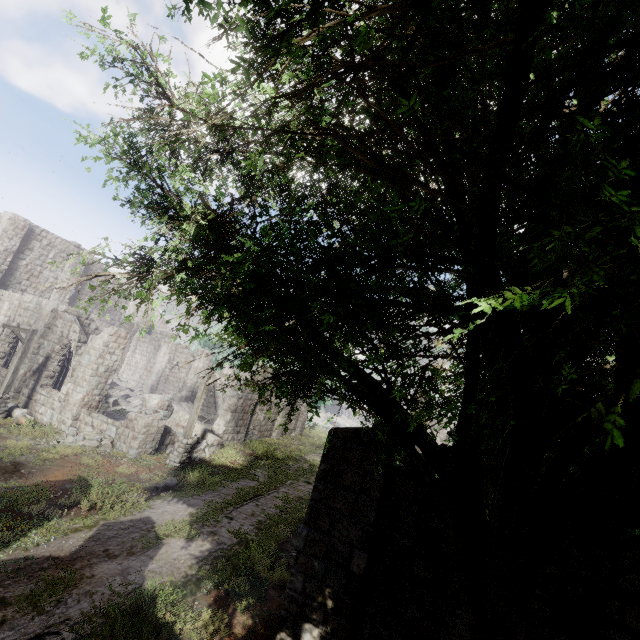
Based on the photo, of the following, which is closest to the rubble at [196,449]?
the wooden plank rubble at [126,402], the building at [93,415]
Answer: the building at [93,415]

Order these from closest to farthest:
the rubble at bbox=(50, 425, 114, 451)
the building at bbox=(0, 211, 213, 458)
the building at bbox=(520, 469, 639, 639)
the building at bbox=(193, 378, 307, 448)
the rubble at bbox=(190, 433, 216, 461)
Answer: the building at bbox=(520, 469, 639, 639)
the rubble at bbox=(50, 425, 114, 451)
the building at bbox=(0, 211, 213, 458)
the rubble at bbox=(190, 433, 216, 461)
the building at bbox=(193, 378, 307, 448)

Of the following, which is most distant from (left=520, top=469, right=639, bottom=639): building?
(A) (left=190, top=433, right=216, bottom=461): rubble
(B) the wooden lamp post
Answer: (B) the wooden lamp post

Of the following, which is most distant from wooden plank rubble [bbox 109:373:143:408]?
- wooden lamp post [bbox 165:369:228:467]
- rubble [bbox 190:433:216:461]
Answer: wooden lamp post [bbox 165:369:228:467]

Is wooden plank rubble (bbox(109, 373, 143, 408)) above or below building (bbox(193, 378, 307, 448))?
below

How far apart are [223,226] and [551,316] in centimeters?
361cm

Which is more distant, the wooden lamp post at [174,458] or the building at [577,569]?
the wooden lamp post at [174,458]

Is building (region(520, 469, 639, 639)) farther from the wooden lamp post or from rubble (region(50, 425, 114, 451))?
the wooden lamp post
